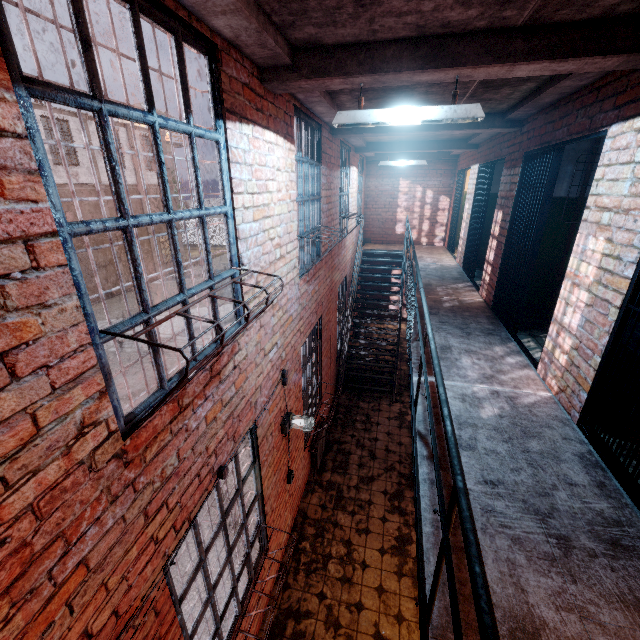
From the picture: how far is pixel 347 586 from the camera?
4.3m

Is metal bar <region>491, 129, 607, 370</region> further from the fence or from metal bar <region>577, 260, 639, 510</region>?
the fence

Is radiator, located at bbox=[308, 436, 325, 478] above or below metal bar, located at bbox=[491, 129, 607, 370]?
below

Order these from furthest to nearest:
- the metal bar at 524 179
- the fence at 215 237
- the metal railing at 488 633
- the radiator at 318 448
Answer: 1. the fence at 215 237
2. the radiator at 318 448
3. the metal bar at 524 179
4. the metal railing at 488 633

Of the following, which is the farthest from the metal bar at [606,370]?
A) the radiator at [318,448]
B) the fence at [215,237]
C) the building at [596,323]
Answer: the fence at [215,237]

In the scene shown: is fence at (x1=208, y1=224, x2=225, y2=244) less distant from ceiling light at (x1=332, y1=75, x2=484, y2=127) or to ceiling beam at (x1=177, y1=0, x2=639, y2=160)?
ceiling beam at (x1=177, y1=0, x2=639, y2=160)

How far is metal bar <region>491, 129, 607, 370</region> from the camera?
3.78m

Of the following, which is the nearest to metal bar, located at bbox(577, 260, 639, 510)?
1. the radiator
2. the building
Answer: the building
